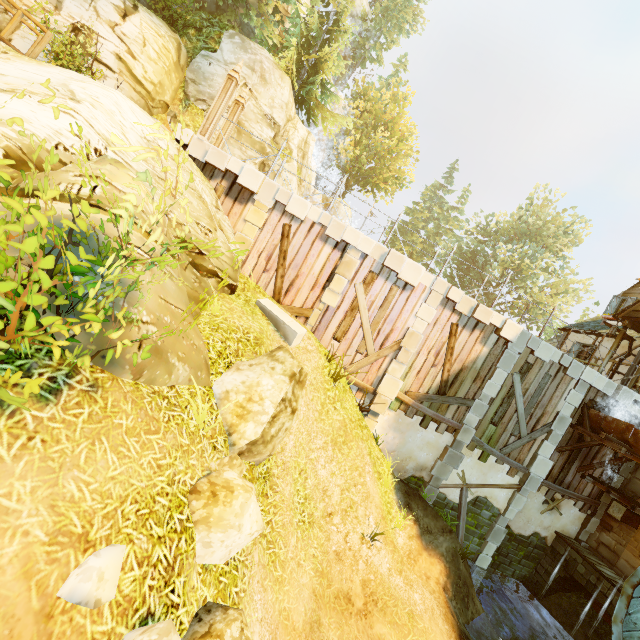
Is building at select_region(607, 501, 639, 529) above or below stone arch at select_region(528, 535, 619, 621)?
above

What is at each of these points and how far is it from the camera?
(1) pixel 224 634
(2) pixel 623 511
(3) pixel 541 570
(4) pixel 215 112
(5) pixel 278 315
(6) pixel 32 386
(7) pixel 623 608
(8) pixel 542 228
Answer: (1) rock, 3.3 meters
(2) building, 11.4 meters
(3) stone arch, 12.6 meters
(4) pillar, 9.9 meters
(5) stone, 9.4 meters
(6) bush, 2.6 meters
(7) water wheel, 8.6 meters
(8) tree, 36.1 meters

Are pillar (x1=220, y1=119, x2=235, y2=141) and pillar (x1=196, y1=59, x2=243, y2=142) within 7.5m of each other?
yes

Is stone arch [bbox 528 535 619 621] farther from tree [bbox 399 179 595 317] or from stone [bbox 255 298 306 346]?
stone [bbox 255 298 306 346]

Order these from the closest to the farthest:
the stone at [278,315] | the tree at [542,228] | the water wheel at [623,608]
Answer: the water wheel at [623,608], the stone at [278,315], the tree at [542,228]

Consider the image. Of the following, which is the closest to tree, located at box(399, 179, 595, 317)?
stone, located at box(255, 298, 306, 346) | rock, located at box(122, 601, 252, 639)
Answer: rock, located at box(122, 601, 252, 639)

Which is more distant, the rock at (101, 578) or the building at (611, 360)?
the building at (611, 360)

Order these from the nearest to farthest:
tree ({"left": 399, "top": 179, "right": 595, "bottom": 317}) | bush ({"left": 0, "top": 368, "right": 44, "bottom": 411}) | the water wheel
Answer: bush ({"left": 0, "top": 368, "right": 44, "bottom": 411}) < the water wheel < tree ({"left": 399, "top": 179, "right": 595, "bottom": 317})
